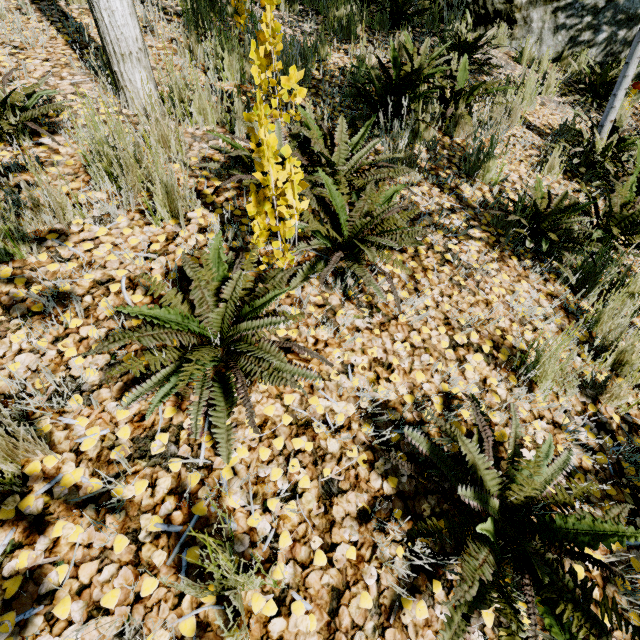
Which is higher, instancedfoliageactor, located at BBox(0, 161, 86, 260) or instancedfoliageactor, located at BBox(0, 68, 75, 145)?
instancedfoliageactor, located at BBox(0, 68, 75, 145)

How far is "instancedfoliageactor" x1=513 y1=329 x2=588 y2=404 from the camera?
1.62m

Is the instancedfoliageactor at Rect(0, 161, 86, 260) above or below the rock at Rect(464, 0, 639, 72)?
below

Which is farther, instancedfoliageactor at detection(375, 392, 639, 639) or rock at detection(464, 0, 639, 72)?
rock at detection(464, 0, 639, 72)

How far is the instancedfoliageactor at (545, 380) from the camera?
1.6 meters

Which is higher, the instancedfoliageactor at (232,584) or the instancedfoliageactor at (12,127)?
the instancedfoliageactor at (12,127)

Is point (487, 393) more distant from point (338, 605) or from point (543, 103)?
point (543, 103)

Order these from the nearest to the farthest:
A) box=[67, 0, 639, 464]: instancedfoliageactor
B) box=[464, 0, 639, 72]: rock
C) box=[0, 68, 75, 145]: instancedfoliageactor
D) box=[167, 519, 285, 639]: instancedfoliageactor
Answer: box=[167, 519, 285, 639]: instancedfoliageactor → box=[67, 0, 639, 464]: instancedfoliageactor → box=[0, 68, 75, 145]: instancedfoliageactor → box=[464, 0, 639, 72]: rock
